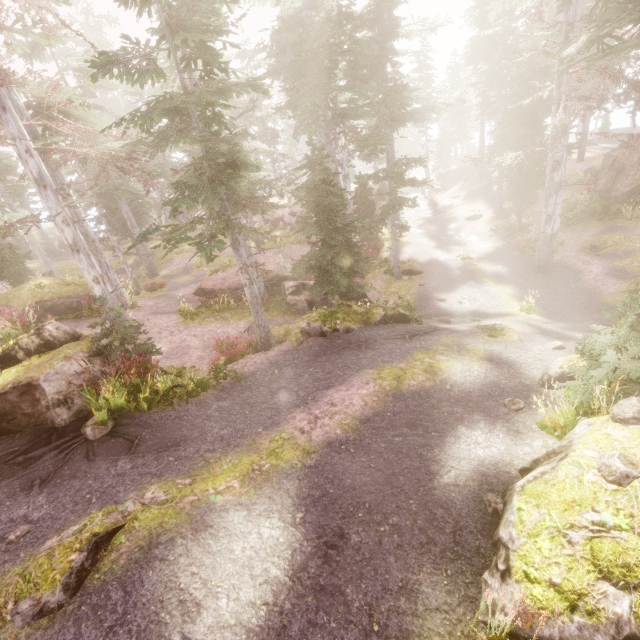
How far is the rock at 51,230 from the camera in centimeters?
3705cm

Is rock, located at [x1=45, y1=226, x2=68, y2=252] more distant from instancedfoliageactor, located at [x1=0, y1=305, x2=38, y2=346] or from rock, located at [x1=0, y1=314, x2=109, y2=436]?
rock, located at [x1=0, y1=314, x2=109, y2=436]

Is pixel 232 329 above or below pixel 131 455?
below

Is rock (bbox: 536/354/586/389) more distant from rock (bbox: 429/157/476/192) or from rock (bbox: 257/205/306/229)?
rock (bbox: 429/157/476/192)

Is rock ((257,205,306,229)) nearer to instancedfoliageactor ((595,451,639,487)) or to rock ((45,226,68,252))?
instancedfoliageactor ((595,451,639,487))

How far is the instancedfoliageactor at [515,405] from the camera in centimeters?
742cm

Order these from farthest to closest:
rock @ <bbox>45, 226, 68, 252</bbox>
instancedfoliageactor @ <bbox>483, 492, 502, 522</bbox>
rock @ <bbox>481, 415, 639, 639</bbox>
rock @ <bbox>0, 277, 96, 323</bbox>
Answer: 1. rock @ <bbox>45, 226, 68, 252</bbox>
2. rock @ <bbox>0, 277, 96, 323</bbox>
3. instancedfoliageactor @ <bbox>483, 492, 502, 522</bbox>
4. rock @ <bbox>481, 415, 639, 639</bbox>

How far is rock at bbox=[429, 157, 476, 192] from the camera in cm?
3784
